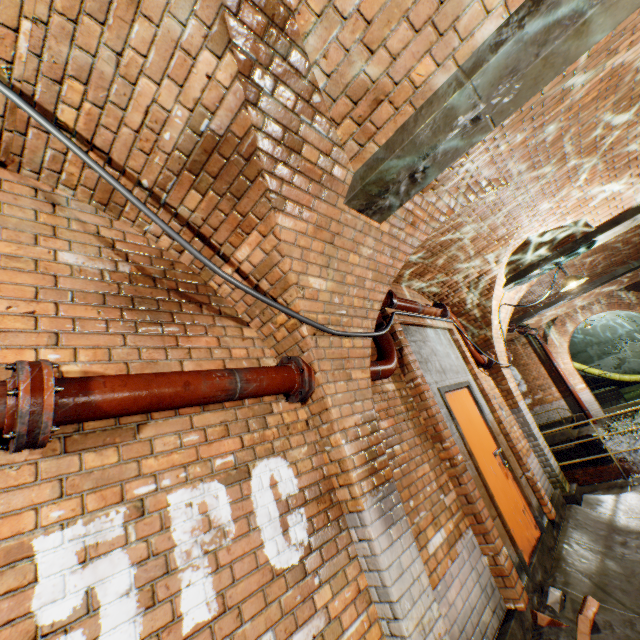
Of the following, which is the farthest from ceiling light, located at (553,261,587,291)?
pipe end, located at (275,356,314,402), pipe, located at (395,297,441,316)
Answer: pipe end, located at (275,356,314,402)

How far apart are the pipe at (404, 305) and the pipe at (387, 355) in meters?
0.2

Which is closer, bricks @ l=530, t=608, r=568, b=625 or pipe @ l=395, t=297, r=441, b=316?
bricks @ l=530, t=608, r=568, b=625

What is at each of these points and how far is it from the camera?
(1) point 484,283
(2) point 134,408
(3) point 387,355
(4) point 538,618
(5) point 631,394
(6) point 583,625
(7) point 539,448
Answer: (1) support arch, 5.9m
(2) pipe, 1.6m
(3) pipe, 3.7m
(4) bricks, 3.1m
(5) building tunnel, 17.9m
(6) bricks, 3.0m
(7) support arch, 6.0m

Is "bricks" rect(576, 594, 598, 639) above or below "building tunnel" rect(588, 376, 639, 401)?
above

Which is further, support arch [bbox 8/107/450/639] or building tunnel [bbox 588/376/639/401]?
building tunnel [bbox 588/376/639/401]

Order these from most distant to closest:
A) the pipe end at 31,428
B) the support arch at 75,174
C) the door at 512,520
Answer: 1. the door at 512,520
2. the support arch at 75,174
3. the pipe end at 31,428

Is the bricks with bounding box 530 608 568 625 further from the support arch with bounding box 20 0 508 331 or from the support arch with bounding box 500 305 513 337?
the support arch with bounding box 500 305 513 337
